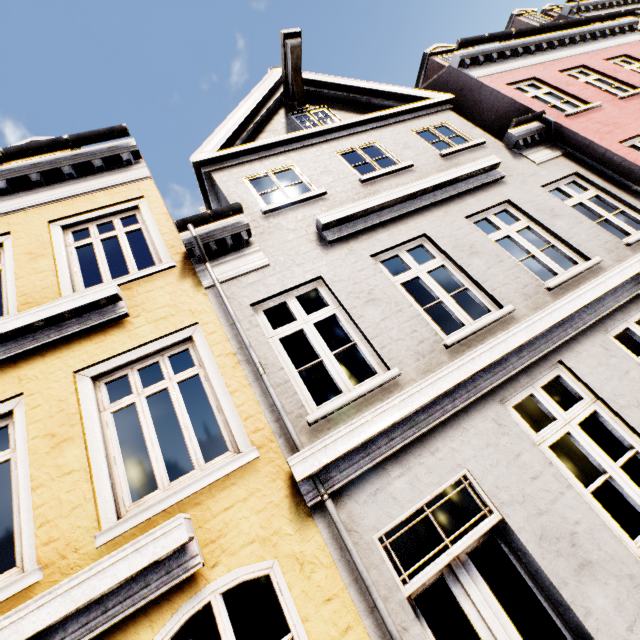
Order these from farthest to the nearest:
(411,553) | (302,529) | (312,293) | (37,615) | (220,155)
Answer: (312,293), (411,553), (220,155), (302,529), (37,615)
